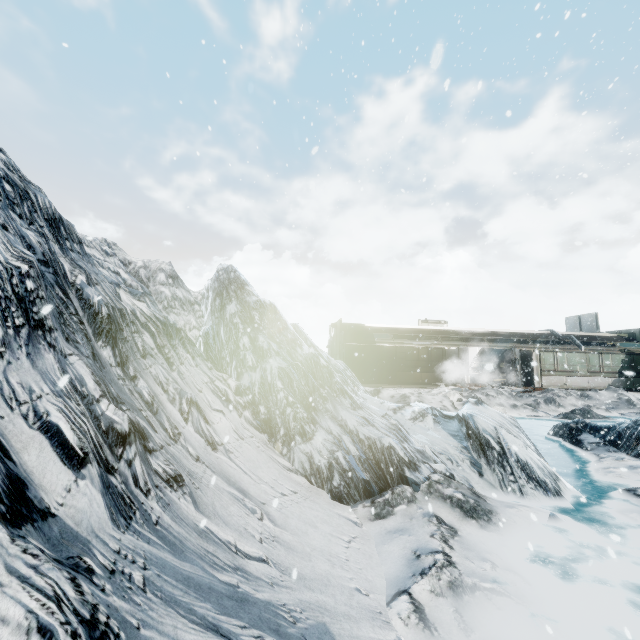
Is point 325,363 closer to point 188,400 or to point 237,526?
point 188,400
